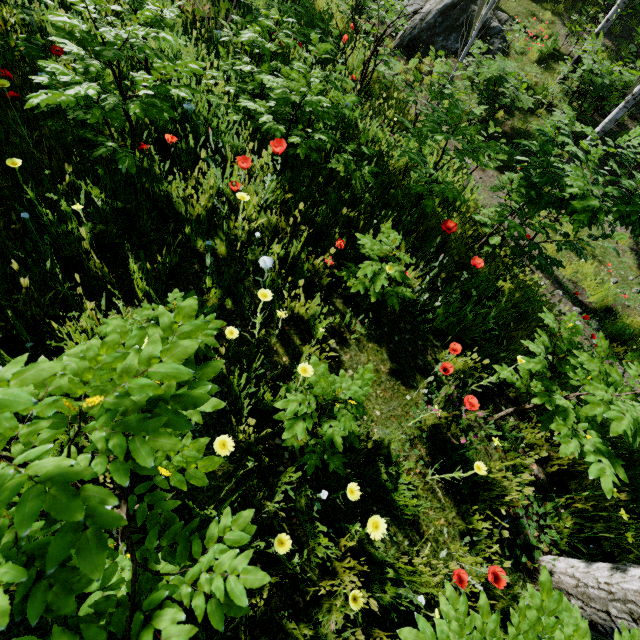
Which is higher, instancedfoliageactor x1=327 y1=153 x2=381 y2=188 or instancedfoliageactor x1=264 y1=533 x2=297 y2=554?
instancedfoliageactor x1=264 y1=533 x2=297 y2=554

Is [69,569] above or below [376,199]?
above

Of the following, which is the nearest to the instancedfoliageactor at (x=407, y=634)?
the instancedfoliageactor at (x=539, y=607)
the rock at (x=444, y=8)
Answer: the instancedfoliageactor at (x=539, y=607)

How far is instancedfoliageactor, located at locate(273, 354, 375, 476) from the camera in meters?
1.6

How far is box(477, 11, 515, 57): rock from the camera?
10.1m

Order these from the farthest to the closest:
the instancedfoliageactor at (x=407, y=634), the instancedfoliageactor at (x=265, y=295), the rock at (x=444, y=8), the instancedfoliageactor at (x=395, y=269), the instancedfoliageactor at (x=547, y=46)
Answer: the rock at (x=444, y=8)
the instancedfoliageactor at (x=547, y=46)
the instancedfoliageactor at (x=395, y=269)
the instancedfoliageactor at (x=265, y=295)
the instancedfoliageactor at (x=407, y=634)

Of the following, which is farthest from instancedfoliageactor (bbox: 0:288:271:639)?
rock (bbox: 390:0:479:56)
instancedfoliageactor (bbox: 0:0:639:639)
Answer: rock (bbox: 390:0:479:56)
